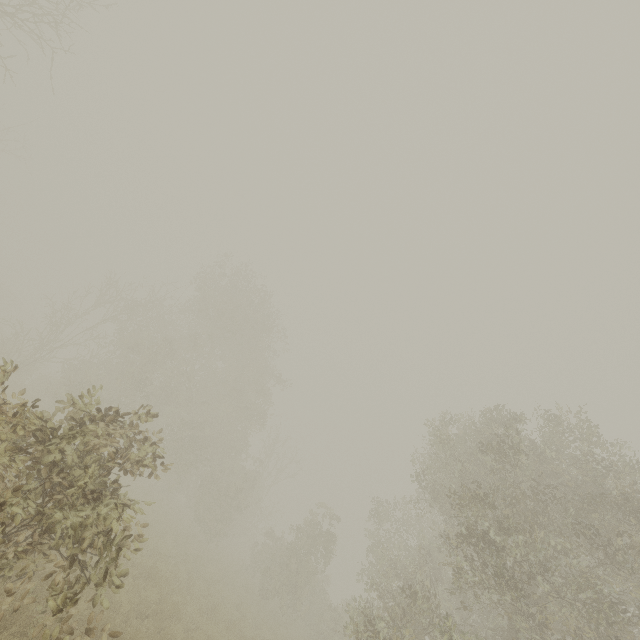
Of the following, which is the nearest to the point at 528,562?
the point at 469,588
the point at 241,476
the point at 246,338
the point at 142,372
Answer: the point at 469,588
